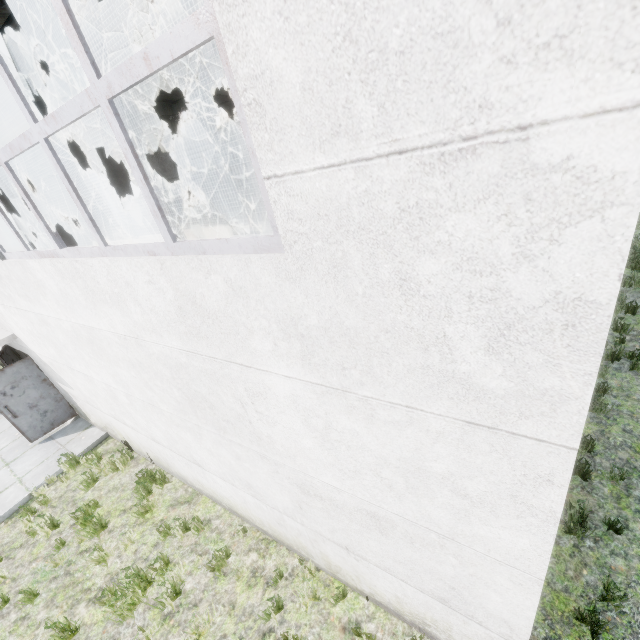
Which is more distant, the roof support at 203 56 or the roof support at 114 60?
the roof support at 203 56

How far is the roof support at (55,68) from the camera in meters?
7.2

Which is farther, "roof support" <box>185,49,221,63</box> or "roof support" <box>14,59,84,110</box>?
"roof support" <box>185,49,221,63</box>

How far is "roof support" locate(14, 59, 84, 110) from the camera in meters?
7.2

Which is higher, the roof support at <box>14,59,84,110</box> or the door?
the roof support at <box>14,59,84,110</box>

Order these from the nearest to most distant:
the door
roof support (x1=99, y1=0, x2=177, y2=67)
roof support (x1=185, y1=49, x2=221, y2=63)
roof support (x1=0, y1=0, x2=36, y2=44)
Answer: roof support (x1=0, y1=0, x2=36, y2=44) < roof support (x1=99, y1=0, x2=177, y2=67) < the door < roof support (x1=185, y1=49, x2=221, y2=63)

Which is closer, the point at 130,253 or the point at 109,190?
the point at 130,253
